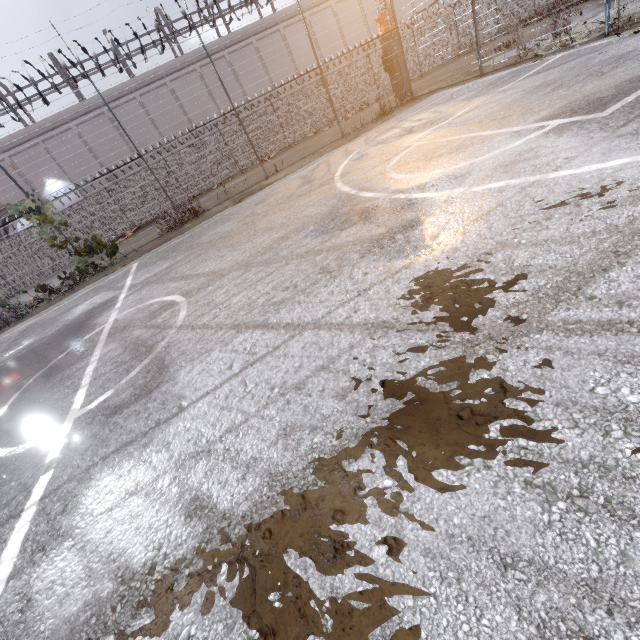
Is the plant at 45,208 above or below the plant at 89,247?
above

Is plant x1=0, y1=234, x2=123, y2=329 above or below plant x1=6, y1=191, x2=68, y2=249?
below

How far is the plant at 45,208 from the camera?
11.1 meters

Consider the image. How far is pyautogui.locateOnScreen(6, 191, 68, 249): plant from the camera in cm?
1109

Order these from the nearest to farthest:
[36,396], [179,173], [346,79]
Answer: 1. [36,396]
2. [179,173]
3. [346,79]
